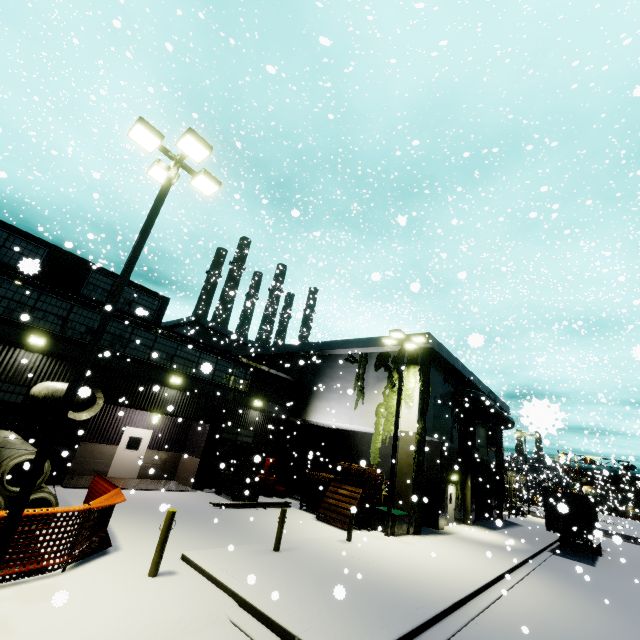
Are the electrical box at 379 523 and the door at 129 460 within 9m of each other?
no

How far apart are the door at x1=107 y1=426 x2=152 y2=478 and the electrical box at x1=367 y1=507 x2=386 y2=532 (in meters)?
12.42

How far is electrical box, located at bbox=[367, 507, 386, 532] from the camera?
15.5 meters

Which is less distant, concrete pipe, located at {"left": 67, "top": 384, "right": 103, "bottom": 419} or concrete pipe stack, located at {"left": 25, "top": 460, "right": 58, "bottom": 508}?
concrete pipe, located at {"left": 67, "top": 384, "right": 103, "bottom": 419}

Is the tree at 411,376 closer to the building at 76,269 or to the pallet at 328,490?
the building at 76,269

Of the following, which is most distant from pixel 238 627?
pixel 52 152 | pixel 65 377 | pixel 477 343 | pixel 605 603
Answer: pixel 52 152

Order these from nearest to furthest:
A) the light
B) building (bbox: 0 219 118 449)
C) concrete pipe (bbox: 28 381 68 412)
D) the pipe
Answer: the light
concrete pipe (bbox: 28 381 68 412)
building (bbox: 0 219 118 449)
the pipe
